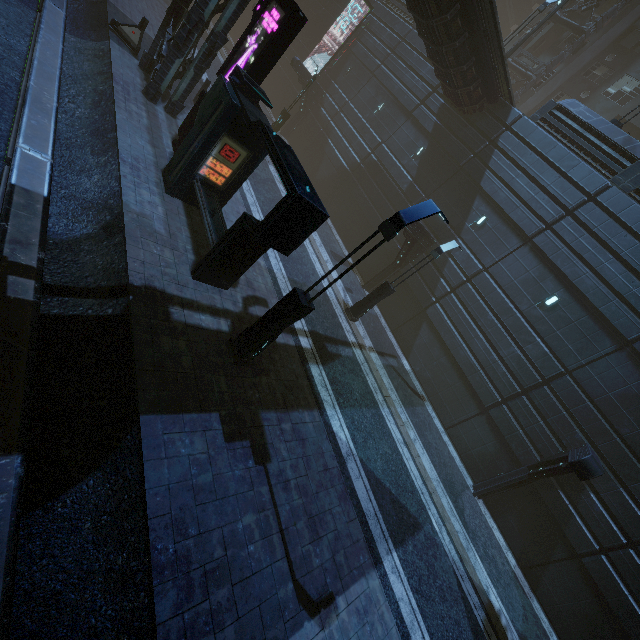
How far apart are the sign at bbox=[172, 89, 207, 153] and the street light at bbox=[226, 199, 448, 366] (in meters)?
7.35

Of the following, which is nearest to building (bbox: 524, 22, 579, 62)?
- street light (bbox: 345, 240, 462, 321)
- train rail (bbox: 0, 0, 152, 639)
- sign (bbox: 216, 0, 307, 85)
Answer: train rail (bbox: 0, 0, 152, 639)

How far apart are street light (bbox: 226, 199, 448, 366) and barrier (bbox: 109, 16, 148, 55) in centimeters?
1507cm

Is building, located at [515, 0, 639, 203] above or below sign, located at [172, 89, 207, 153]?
above

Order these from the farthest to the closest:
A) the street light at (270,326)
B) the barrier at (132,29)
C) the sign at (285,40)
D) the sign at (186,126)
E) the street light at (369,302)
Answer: the barrier at (132,29) < the street light at (369,302) < the sign at (186,126) < the sign at (285,40) < the street light at (270,326)

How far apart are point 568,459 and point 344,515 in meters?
8.4

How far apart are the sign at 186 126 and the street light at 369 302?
8.39m

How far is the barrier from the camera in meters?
14.1
